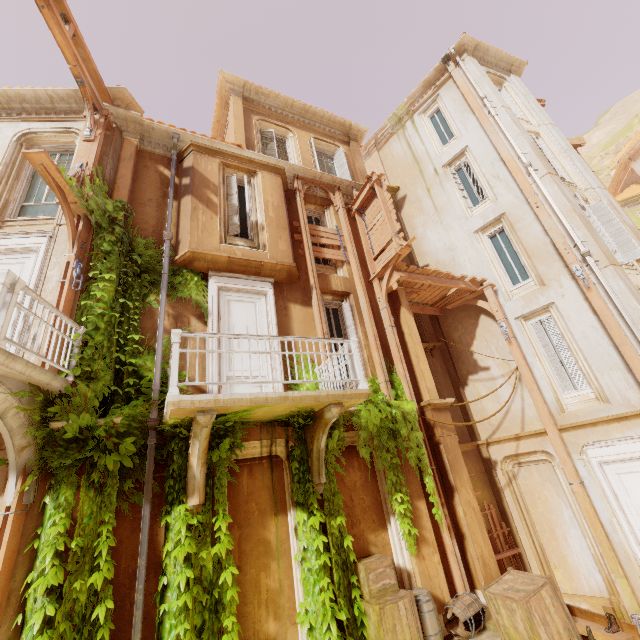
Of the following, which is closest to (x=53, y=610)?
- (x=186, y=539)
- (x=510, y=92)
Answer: (x=186, y=539)

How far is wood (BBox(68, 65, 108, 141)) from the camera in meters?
7.5 m

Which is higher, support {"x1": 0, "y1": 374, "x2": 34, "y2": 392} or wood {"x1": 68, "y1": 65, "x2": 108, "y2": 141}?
wood {"x1": 68, "y1": 65, "x2": 108, "y2": 141}

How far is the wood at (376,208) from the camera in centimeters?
989cm

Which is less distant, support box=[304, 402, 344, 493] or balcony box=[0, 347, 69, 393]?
balcony box=[0, 347, 69, 393]

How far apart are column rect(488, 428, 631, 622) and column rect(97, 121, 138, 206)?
12.1m

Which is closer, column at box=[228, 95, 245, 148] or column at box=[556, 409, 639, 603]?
column at box=[556, 409, 639, 603]

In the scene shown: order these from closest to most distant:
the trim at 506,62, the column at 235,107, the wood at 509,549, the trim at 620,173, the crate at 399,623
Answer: the crate at 399,623 → the wood at 509,549 → the column at 235,107 → the trim at 506,62 → the trim at 620,173
